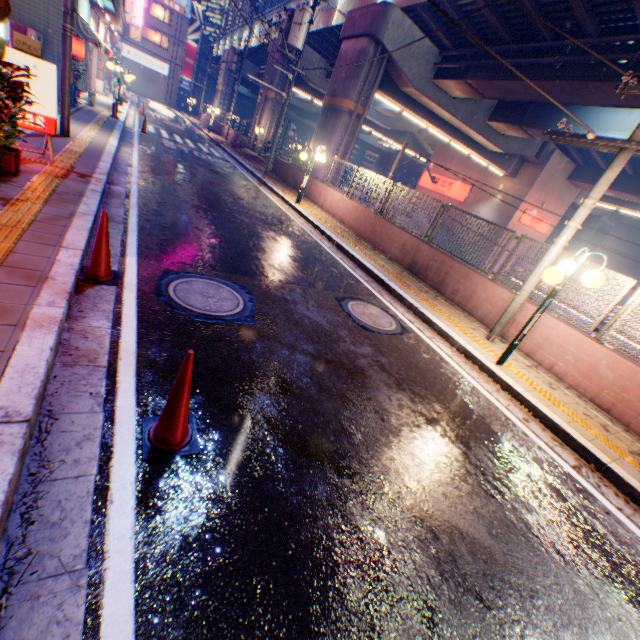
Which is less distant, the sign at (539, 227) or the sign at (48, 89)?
the sign at (48, 89)

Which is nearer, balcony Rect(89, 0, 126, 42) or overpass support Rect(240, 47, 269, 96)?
balcony Rect(89, 0, 126, 42)

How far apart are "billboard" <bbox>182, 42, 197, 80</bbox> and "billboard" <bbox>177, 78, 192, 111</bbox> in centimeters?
23cm

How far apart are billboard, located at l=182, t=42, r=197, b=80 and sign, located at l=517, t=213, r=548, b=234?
53.45m

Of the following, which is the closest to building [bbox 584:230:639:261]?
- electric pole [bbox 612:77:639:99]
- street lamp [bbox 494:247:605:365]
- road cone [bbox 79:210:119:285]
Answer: electric pole [bbox 612:77:639:99]

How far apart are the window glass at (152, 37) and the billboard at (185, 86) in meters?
3.2

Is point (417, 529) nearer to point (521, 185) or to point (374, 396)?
point (374, 396)

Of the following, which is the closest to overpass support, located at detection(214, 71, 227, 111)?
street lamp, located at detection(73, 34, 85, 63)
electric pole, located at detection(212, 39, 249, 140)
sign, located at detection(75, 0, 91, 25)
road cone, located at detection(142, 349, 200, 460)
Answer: electric pole, located at detection(212, 39, 249, 140)
